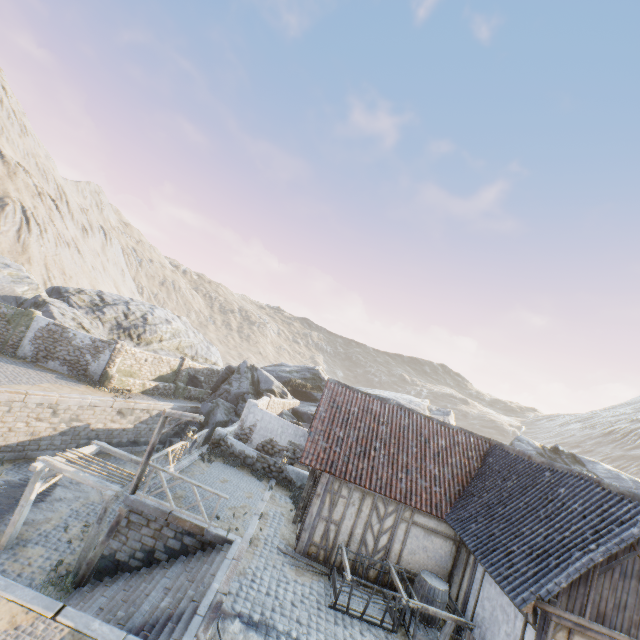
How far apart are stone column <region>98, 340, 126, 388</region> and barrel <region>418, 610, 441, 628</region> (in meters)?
21.05

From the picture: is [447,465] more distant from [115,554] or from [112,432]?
[112,432]

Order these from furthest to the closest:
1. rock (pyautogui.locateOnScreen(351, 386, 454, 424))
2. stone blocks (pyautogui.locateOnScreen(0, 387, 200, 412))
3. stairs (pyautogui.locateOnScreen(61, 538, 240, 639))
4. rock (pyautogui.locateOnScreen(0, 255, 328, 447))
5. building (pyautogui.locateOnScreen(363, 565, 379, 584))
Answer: rock (pyautogui.locateOnScreen(351, 386, 454, 424)) < rock (pyautogui.locateOnScreen(0, 255, 328, 447)) < stone blocks (pyautogui.locateOnScreen(0, 387, 200, 412)) < building (pyautogui.locateOnScreen(363, 565, 379, 584)) < stairs (pyautogui.locateOnScreen(61, 538, 240, 639))

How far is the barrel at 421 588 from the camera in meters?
9.8 m

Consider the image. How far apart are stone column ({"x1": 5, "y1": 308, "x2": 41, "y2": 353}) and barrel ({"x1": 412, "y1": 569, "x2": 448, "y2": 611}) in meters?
26.7 m

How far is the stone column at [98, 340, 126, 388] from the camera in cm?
2164

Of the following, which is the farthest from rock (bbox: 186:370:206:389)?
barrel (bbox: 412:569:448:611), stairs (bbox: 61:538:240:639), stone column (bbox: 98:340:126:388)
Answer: barrel (bbox: 412:569:448:611)

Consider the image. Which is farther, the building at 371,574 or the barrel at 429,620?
the building at 371,574
